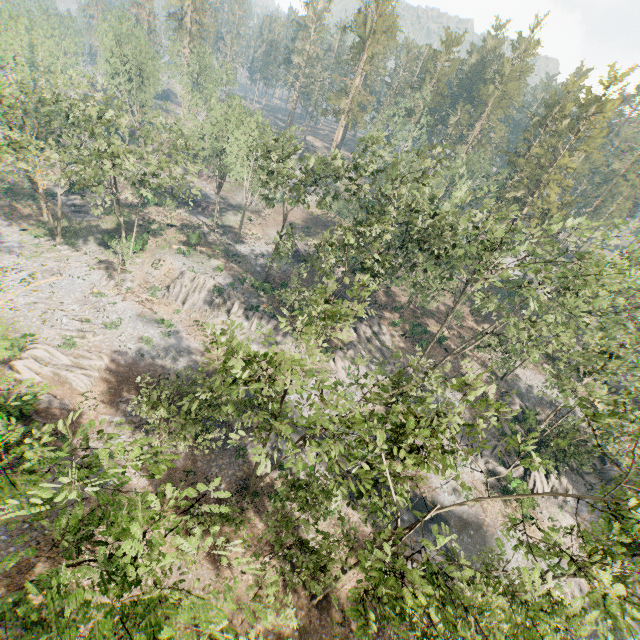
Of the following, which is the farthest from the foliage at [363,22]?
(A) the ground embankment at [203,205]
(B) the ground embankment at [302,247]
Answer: (B) the ground embankment at [302,247]

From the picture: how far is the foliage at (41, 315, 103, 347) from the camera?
30.78m

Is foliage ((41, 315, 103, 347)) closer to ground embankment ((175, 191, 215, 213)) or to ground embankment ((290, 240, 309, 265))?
ground embankment ((175, 191, 215, 213))

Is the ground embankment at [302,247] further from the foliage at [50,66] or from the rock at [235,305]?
the foliage at [50,66]

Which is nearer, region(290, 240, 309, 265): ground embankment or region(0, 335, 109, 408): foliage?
region(0, 335, 109, 408): foliage

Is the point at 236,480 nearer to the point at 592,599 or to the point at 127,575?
the point at 127,575

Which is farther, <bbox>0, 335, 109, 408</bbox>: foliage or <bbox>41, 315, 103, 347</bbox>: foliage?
<bbox>41, 315, 103, 347</bbox>: foliage
